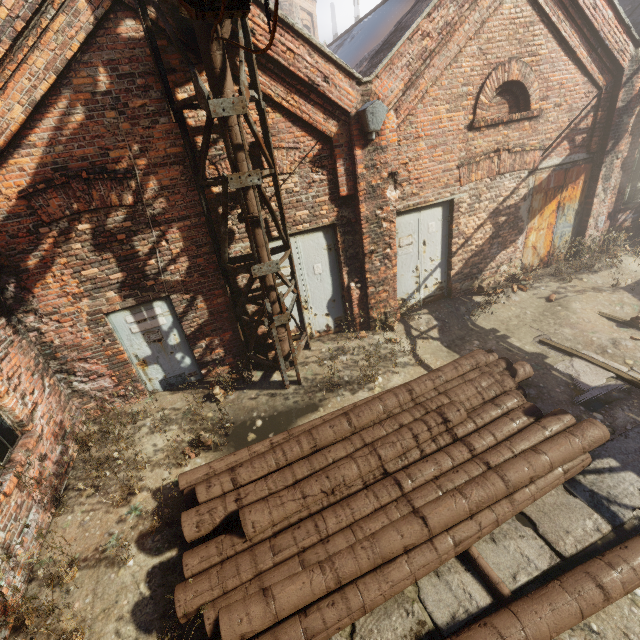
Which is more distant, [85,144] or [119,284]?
[119,284]

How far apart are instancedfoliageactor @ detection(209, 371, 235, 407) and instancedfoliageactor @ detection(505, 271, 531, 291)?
7.9 meters

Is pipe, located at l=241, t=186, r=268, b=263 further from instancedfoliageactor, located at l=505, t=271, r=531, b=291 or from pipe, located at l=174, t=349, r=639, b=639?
instancedfoliageactor, located at l=505, t=271, r=531, b=291

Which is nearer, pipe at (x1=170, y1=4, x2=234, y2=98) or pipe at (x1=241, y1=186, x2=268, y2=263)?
pipe at (x1=170, y1=4, x2=234, y2=98)

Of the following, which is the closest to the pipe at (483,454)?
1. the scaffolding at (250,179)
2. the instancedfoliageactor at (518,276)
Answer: the scaffolding at (250,179)

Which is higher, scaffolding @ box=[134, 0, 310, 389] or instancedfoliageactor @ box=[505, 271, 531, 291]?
scaffolding @ box=[134, 0, 310, 389]

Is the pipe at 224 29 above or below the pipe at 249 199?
above
